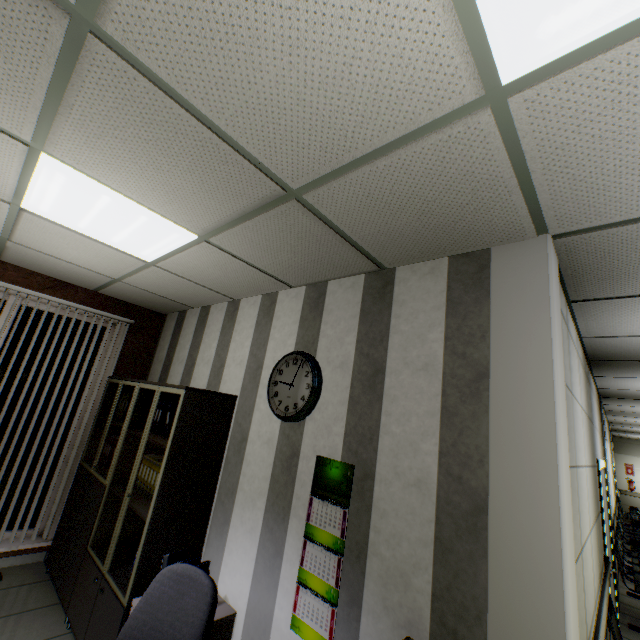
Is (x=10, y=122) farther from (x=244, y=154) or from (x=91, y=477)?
(x=91, y=477)

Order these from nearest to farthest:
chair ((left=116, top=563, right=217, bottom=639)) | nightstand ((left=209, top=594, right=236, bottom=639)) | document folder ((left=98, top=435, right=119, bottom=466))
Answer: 1. chair ((left=116, top=563, right=217, bottom=639))
2. nightstand ((left=209, top=594, right=236, bottom=639))
3. document folder ((left=98, top=435, right=119, bottom=466))

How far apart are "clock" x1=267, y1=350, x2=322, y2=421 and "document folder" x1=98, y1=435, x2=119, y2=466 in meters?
2.3

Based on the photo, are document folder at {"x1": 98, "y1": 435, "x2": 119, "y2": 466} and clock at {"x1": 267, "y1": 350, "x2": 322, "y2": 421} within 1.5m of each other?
no

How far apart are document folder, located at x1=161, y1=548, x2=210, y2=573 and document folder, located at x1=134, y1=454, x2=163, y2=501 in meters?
0.7

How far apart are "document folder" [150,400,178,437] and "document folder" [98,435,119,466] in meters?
0.8

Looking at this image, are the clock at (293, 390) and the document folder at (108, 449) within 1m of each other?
no

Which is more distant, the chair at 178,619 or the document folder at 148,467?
Answer: the document folder at 148,467
